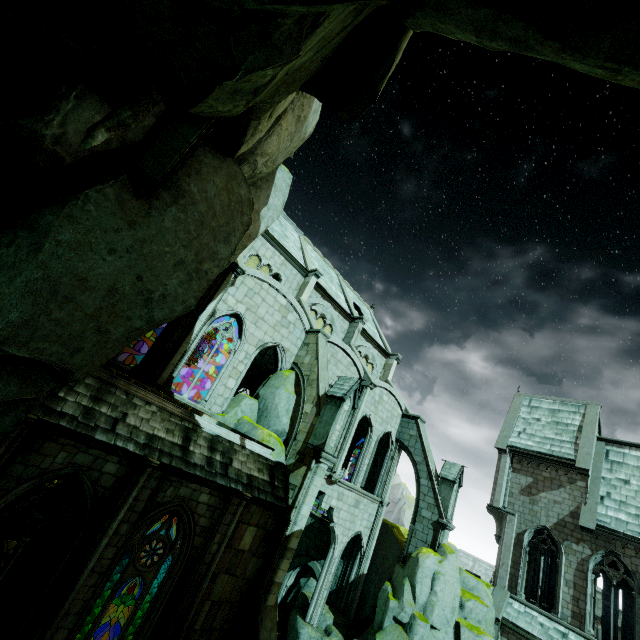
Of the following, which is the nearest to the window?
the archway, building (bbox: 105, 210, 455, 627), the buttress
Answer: building (bbox: 105, 210, 455, 627)

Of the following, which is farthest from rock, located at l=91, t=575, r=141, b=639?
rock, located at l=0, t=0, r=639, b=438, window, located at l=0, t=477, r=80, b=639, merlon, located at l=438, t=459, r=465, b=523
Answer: merlon, located at l=438, t=459, r=465, b=523

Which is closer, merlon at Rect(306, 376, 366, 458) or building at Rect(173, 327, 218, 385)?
merlon at Rect(306, 376, 366, 458)

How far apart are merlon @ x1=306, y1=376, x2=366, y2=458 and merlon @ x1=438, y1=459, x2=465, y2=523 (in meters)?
10.90

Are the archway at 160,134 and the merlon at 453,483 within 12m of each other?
no

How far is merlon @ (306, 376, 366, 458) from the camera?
13.0 meters

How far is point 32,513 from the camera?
7.7 meters

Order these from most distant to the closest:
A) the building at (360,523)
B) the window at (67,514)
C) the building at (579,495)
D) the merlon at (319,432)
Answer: the building at (579,495), the building at (360,523), the merlon at (319,432), the window at (67,514)
